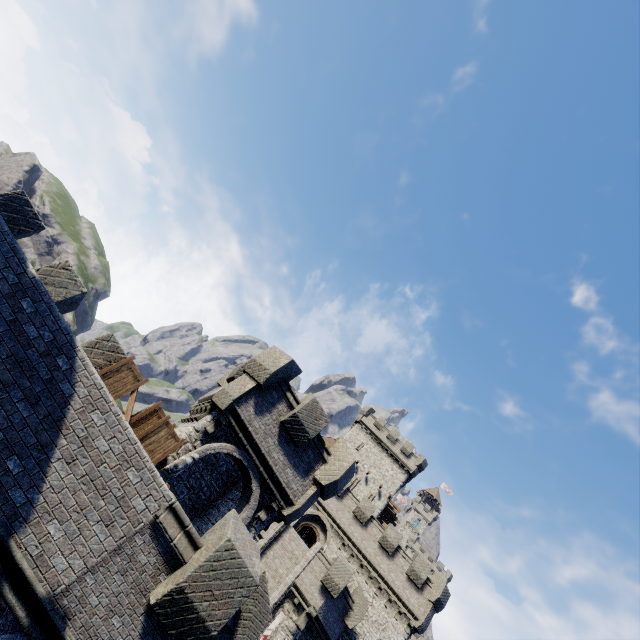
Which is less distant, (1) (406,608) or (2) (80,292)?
(2) (80,292)

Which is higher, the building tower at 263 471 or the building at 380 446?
the building at 380 446

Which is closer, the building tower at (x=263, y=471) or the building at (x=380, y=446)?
the building tower at (x=263, y=471)

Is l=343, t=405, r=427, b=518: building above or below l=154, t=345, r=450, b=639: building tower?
above

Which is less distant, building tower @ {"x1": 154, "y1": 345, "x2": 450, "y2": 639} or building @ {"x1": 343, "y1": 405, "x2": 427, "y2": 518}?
building tower @ {"x1": 154, "y1": 345, "x2": 450, "y2": 639}

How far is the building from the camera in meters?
42.4
